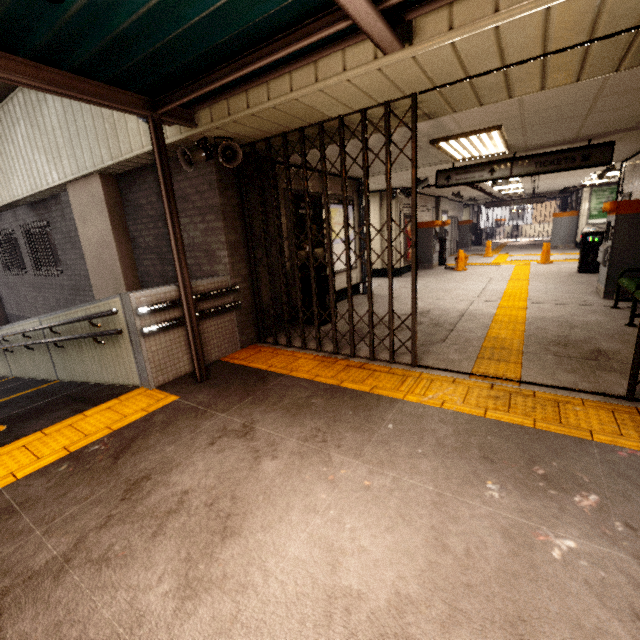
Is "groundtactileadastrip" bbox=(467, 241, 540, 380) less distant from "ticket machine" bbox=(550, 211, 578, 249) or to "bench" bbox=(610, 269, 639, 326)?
"bench" bbox=(610, 269, 639, 326)

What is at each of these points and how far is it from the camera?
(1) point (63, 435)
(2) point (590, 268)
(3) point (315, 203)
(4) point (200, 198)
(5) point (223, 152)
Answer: (1) groundtactileadastrip, 3.1 meters
(2) trash can, 9.4 meters
(3) sign, 6.7 meters
(4) concrete pillar, 4.8 meters
(5) loudspeaker, 4.1 meters

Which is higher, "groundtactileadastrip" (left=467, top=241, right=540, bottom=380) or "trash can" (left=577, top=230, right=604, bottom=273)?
"trash can" (left=577, top=230, right=604, bottom=273)

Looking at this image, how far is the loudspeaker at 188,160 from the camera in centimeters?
404cm

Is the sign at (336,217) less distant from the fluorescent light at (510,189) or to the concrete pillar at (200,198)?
the concrete pillar at (200,198)

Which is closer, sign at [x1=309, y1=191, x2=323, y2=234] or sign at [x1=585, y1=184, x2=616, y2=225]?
sign at [x1=309, y1=191, x2=323, y2=234]

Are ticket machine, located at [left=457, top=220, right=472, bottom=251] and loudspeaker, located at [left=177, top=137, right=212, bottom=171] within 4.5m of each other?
no

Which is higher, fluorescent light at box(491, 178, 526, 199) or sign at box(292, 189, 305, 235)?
fluorescent light at box(491, 178, 526, 199)
